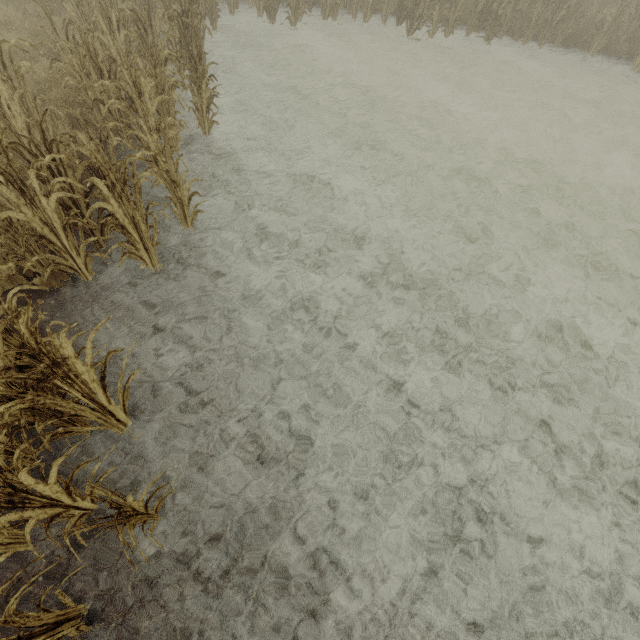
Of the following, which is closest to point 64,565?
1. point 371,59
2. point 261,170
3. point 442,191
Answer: point 261,170

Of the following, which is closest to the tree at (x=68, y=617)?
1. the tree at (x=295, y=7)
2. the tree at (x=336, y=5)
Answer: the tree at (x=295, y=7)

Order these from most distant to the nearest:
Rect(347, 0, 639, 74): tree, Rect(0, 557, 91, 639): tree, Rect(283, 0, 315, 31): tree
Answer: Rect(347, 0, 639, 74): tree, Rect(283, 0, 315, 31): tree, Rect(0, 557, 91, 639): tree

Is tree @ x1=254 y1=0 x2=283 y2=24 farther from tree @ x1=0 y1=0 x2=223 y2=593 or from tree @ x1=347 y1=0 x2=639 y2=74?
tree @ x1=0 y1=0 x2=223 y2=593

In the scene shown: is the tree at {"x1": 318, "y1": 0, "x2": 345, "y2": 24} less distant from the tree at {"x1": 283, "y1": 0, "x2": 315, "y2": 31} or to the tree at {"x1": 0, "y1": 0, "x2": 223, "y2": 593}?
the tree at {"x1": 283, "y1": 0, "x2": 315, "y2": 31}

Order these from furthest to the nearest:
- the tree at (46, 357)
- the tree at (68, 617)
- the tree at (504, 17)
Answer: the tree at (504, 17)
the tree at (46, 357)
the tree at (68, 617)
